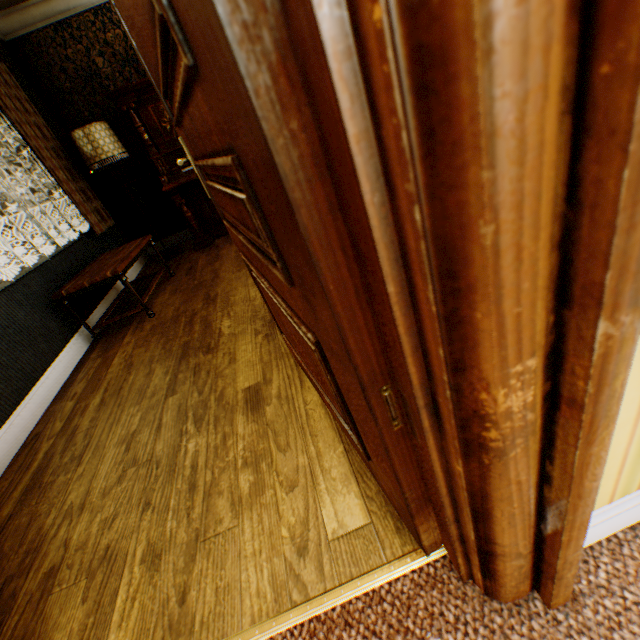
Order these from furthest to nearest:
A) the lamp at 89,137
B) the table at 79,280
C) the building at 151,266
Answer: the building at 151,266
the lamp at 89,137
the table at 79,280

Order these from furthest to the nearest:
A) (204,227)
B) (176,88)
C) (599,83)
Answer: (204,227), (176,88), (599,83)

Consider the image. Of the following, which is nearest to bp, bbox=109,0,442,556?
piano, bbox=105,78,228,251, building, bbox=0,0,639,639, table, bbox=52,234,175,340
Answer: building, bbox=0,0,639,639

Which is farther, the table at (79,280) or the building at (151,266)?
the building at (151,266)

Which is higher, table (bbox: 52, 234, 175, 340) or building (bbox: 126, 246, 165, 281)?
table (bbox: 52, 234, 175, 340)

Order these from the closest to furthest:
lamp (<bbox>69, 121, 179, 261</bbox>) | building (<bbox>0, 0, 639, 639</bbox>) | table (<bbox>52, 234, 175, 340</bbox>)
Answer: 1. building (<bbox>0, 0, 639, 639</bbox>)
2. table (<bbox>52, 234, 175, 340</bbox>)
3. lamp (<bbox>69, 121, 179, 261</bbox>)

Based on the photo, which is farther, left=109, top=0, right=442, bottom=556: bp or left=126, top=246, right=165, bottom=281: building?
left=126, top=246, right=165, bottom=281: building
